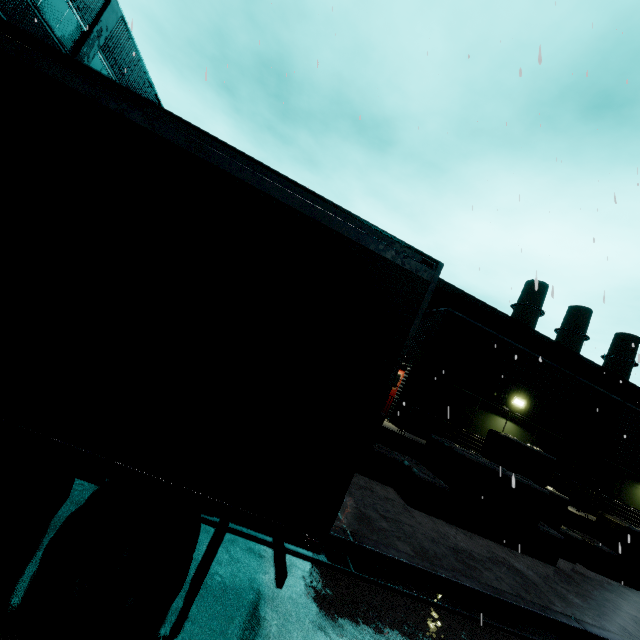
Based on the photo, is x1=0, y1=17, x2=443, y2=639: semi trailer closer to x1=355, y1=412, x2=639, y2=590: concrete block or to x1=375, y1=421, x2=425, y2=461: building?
x1=375, y1=421, x2=425, y2=461: building

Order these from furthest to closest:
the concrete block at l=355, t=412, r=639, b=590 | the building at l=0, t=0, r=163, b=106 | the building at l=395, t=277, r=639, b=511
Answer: the building at l=0, t=0, r=163, b=106 < the building at l=395, t=277, r=639, b=511 < the concrete block at l=355, t=412, r=639, b=590

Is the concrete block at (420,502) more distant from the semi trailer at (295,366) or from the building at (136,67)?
the semi trailer at (295,366)

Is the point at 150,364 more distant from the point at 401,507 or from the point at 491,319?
the point at 491,319

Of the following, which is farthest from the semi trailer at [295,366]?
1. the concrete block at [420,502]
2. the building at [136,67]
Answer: the concrete block at [420,502]

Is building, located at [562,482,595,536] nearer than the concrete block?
No

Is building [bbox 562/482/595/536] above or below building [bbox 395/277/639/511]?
below

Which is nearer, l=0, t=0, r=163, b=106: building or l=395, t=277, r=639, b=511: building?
l=395, t=277, r=639, b=511: building
